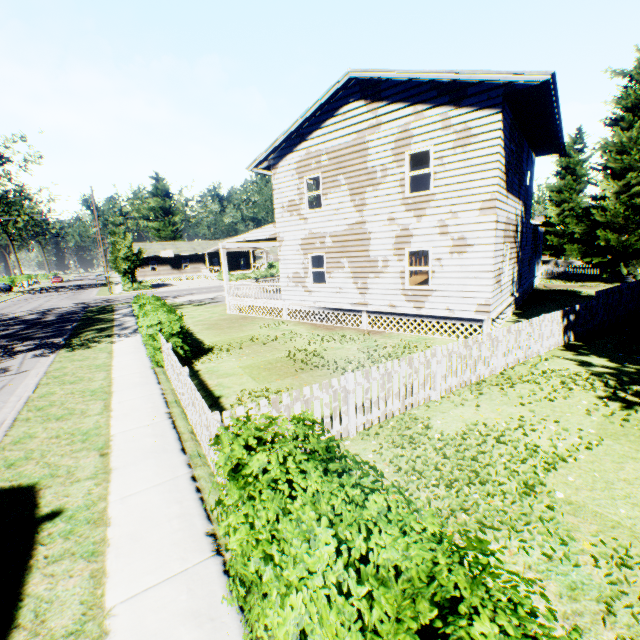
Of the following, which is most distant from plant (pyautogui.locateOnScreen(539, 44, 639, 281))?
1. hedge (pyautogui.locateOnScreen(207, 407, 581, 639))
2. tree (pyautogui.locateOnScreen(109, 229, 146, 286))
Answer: tree (pyautogui.locateOnScreen(109, 229, 146, 286))

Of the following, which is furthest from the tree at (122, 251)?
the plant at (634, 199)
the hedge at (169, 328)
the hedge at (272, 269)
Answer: the hedge at (169, 328)

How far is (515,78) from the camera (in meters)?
9.15

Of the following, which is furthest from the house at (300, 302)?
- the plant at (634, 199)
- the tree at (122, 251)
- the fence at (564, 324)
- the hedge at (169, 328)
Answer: the tree at (122, 251)

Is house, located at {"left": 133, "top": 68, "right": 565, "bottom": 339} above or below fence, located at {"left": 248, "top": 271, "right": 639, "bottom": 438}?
above

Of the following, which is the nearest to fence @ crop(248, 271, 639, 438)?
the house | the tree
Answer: the house

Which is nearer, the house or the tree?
the house

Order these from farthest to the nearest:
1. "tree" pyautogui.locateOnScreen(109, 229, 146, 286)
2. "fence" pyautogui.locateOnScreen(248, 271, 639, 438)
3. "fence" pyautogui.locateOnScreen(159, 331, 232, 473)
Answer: "tree" pyautogui.locateOnScreen(109, 229, 146, 286), "fence" pyautogui.locateOnScreen(248, 271, 639, 438), "fence" pyautogui.locateOnScreen(159, 331, 232, 473)
